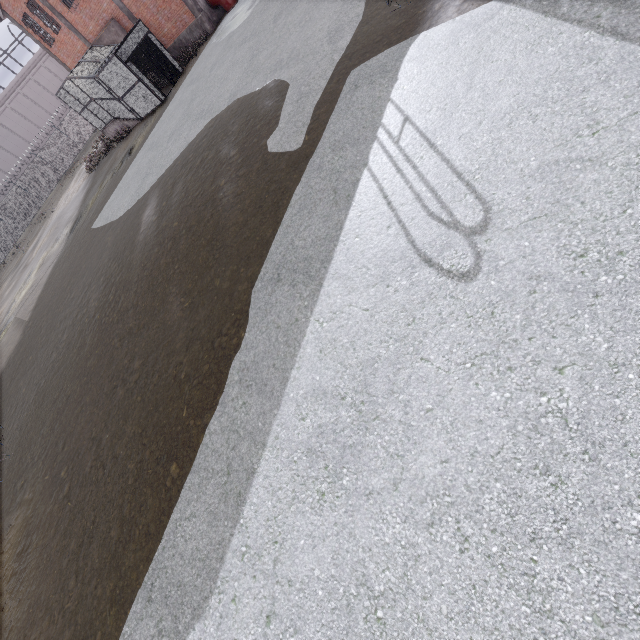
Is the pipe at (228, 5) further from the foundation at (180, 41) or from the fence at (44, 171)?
the fence at (44, 171)

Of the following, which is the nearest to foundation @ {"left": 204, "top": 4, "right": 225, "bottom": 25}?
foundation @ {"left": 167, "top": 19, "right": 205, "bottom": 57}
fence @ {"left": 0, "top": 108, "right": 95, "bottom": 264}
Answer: foundation @ {"left": 167, "top": 19, "right": 205, "bottom": 57}

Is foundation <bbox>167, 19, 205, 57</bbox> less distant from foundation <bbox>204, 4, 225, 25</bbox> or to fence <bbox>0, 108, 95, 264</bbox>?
foundation <bbox>204, 4, 225, 25</bbox>

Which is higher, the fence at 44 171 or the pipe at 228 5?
the fence at 44 171

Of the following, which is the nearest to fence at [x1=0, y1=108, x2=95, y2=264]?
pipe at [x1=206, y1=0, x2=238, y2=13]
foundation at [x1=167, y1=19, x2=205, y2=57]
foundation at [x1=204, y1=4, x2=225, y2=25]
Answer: foundation at [x1=167, y1=19, x2=205, y2=57]

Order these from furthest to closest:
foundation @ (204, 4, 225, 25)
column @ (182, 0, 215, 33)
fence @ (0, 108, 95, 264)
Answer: fence @ (0, 108, 95, 264) → foundation @ (204, 4, 225, 25) → column @ (182, 0, 215, 33)

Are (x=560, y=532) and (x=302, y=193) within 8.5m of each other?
yes

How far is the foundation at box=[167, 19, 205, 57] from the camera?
21.0 meters
